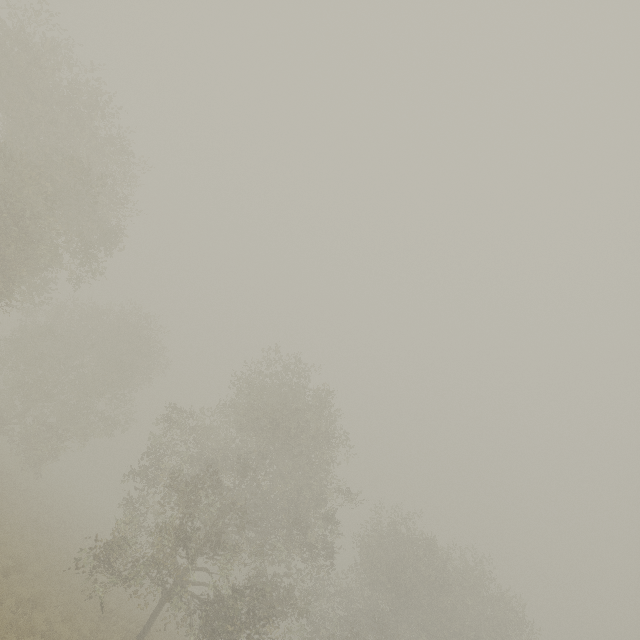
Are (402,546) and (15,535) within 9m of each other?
no
